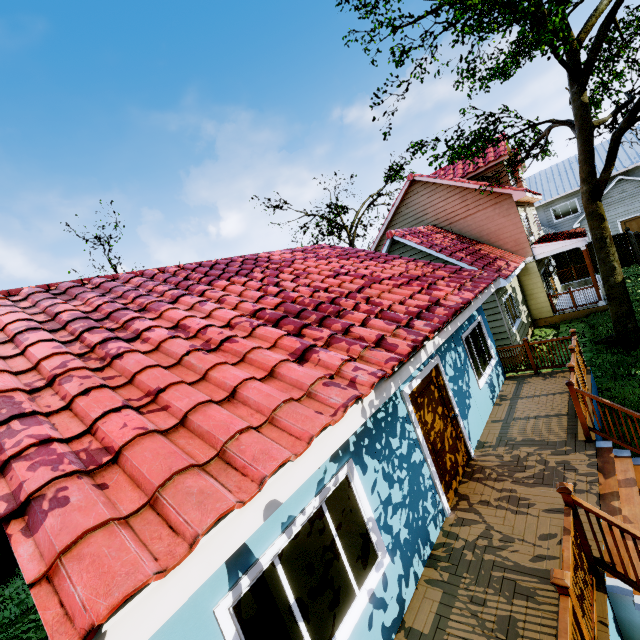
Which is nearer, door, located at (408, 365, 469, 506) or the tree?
door, located at (408, 365, 469, 506)

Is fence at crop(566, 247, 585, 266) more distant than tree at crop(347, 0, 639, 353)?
Yes

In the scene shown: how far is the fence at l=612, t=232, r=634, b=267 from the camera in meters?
20.6

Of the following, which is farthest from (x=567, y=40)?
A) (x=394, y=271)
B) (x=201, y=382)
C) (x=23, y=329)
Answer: (x=23, y=329)

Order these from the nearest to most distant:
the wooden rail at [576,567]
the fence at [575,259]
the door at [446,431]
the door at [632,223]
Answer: the wooden rail at [576,567] → the door at [446,431] → the fence at [575,259] → the door at [632,223]

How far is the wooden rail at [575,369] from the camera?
6.87m

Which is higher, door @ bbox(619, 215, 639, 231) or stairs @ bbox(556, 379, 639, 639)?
door @ bbox(619, 215, 639, 231)

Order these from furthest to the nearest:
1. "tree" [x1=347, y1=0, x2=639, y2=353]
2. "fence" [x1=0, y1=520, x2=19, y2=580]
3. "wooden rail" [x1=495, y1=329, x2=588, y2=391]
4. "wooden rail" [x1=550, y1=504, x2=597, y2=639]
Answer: "fence" [x1=0, y1=520, x2=19, y2=580] → "tree" [x1=347, y1=0, x2=639, y2=353] → "wooden rail" [x1=495, y1=329, x2=588, y2=391] → "wooden rail" [x1=550, y1=504, x2=597, y2=639]
